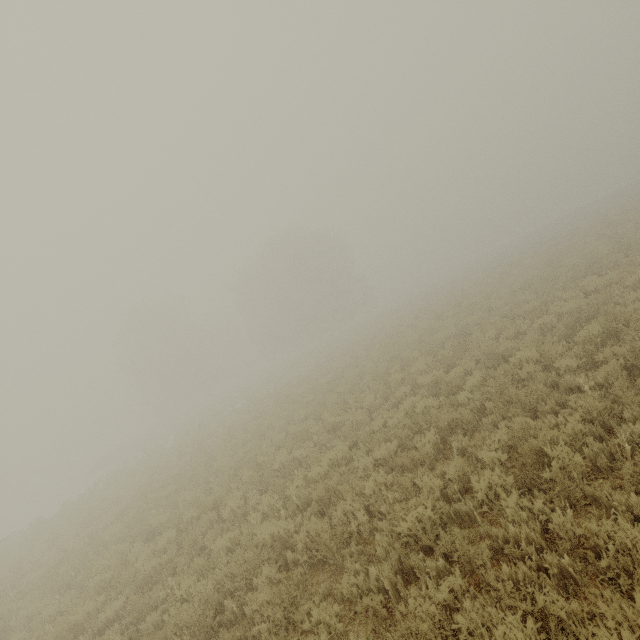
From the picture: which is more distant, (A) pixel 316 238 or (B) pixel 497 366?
(A) pixel 316 238
